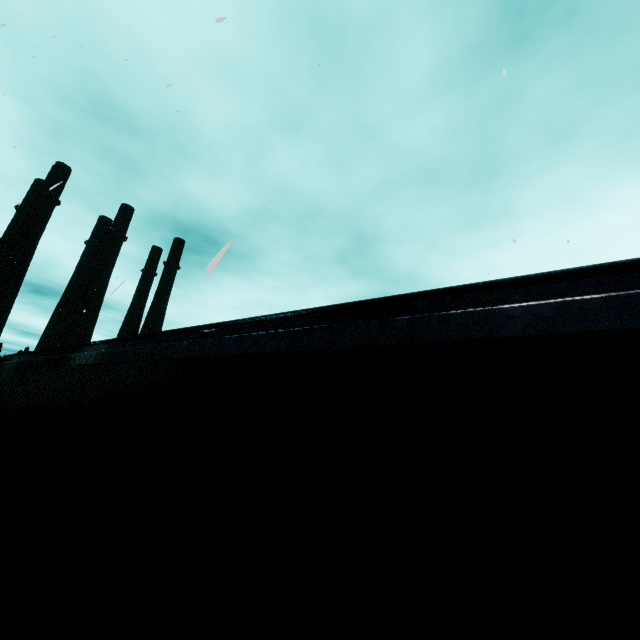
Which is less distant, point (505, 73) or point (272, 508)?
point (272, 508)
